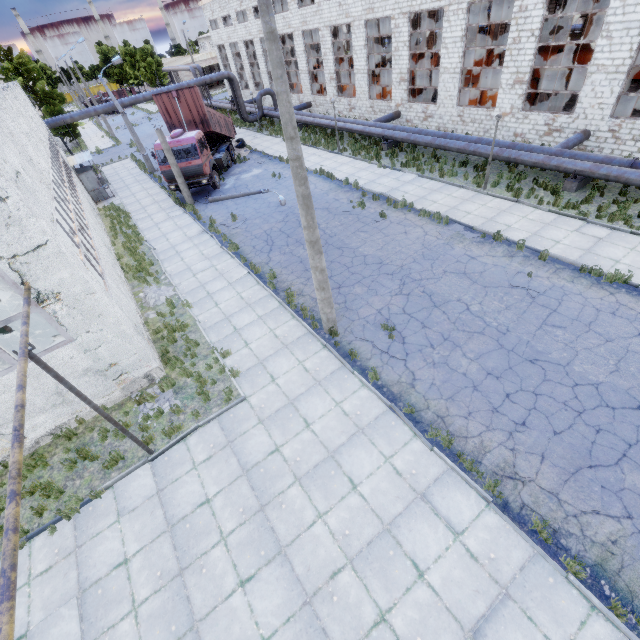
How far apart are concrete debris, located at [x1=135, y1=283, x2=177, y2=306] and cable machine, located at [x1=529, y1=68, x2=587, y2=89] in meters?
31.5

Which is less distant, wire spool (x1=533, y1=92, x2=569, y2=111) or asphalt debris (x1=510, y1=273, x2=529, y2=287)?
asphalt debris (x1=510, y1=273, x2=529, y2=287)

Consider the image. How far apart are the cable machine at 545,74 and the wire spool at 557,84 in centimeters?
275cm

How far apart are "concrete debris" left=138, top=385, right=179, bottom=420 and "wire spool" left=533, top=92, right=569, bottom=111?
26.3m

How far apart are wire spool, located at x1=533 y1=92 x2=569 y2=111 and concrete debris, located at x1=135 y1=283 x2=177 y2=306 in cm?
2451

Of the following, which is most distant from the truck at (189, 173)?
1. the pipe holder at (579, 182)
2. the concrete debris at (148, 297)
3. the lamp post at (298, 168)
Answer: the pipe holder at (579, 182)

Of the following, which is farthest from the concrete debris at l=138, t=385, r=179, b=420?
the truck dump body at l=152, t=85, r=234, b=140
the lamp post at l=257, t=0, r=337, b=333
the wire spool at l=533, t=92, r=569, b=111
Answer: the wire spool at l=533, t=92, r=569, b=111

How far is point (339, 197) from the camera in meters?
18.9 m
